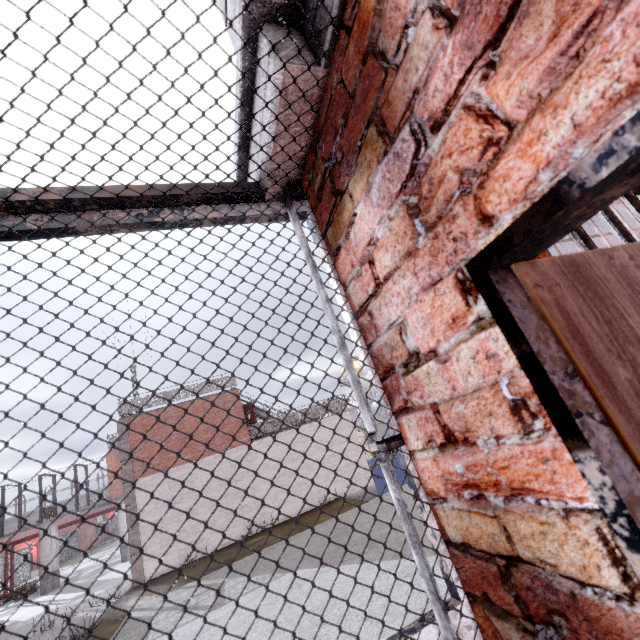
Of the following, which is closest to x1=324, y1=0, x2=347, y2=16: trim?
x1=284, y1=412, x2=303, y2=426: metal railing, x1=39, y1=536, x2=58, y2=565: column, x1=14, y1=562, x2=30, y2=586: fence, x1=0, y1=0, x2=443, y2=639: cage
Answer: x1=0, y1=0, x2=443, y2=639: cage

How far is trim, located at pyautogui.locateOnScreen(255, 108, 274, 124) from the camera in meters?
1.0

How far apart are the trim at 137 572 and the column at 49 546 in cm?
1170

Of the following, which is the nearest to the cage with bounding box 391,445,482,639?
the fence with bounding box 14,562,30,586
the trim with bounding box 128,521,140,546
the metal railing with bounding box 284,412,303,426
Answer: the metal railing with bounding box 284,412,303,426

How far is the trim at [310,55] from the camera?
0.9m

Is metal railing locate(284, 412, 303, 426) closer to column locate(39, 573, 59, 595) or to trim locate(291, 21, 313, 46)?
column locate(39, 573, 59, 595)

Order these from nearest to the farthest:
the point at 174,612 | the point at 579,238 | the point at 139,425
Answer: the point at 579,238
the point at 174,612
the point at 139,425

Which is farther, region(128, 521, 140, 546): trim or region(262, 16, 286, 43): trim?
region(128, 521, 140, 546): trim
